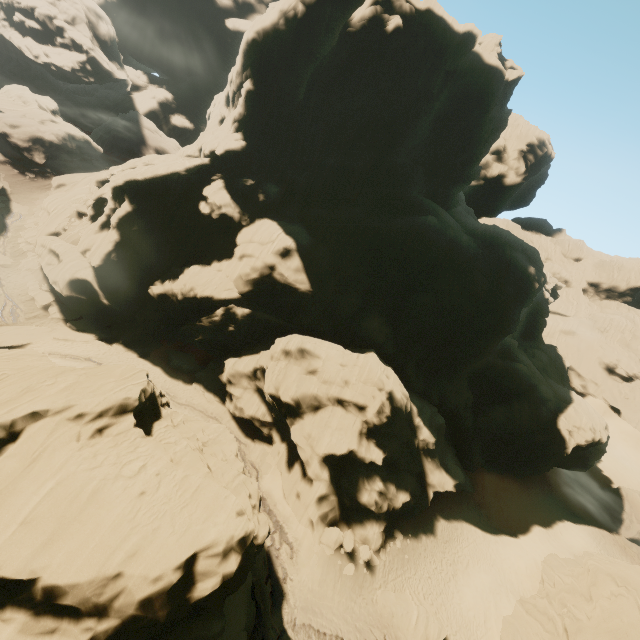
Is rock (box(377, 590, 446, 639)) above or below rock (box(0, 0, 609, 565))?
below

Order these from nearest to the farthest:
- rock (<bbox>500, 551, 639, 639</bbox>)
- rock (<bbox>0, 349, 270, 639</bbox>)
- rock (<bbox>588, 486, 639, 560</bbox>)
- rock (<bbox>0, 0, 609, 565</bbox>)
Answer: rock (<bbox>0, 349, 270, 639</bbox>) < rock (<bbox>500, 551, 639, 639</bbox>) < rock (<bbox>0, 0, 609, 565</bbox>) < rock (<bbox>588, 486, 639, 560</bbox>)

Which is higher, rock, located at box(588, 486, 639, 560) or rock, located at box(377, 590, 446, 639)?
rock, located at box(588, 486, 639, 560)

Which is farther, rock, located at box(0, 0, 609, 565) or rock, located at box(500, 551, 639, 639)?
rock, located at box(0, 0, 609, 565)

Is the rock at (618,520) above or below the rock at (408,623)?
above

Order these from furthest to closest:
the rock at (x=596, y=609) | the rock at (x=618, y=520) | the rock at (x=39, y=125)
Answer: the rock at (x=39, y=125) < the rock at (x=618, y=520) < the rock at (x=596, y=609)

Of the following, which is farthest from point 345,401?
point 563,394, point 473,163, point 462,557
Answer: point 473,163
